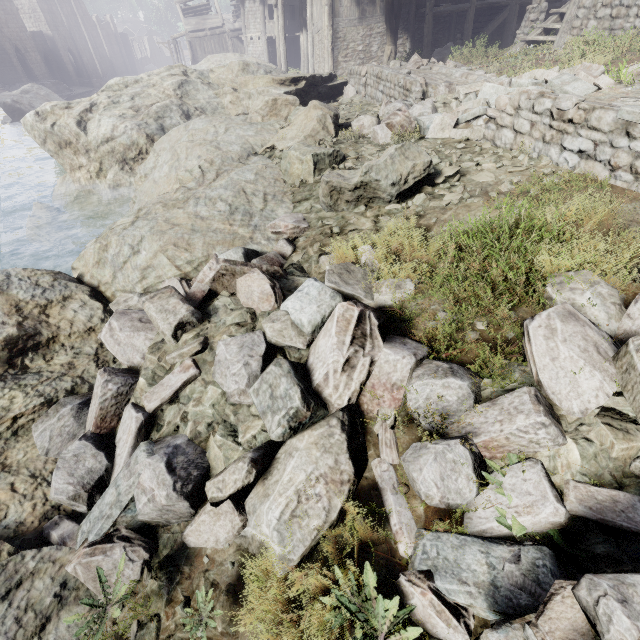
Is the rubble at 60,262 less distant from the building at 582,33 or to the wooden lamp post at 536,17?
the building at 582,33

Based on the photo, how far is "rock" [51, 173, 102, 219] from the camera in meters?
9.5

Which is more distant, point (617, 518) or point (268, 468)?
point (268, 468)

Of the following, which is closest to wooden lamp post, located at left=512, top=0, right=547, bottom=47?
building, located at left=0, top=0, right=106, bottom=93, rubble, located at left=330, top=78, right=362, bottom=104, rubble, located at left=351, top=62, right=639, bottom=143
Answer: building, located at left=0, top=0, right=106, bottom=93

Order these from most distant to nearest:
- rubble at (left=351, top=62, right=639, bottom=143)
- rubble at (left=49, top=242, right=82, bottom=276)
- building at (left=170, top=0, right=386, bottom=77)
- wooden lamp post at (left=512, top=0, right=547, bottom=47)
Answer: building at (left=170, top=0, right=386, bottom=77), wooden lamp post at (left=512, top=0, right=547, bottom=47), rubble at (left=49, top=242, right=82, bottom=276), rubble at (left=351, top=62, right=639, bottom=143)

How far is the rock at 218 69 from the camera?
11.9m

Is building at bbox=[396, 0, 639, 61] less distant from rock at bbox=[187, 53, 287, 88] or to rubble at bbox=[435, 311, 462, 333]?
rock at bbox=[187, 53, 287, 88]
